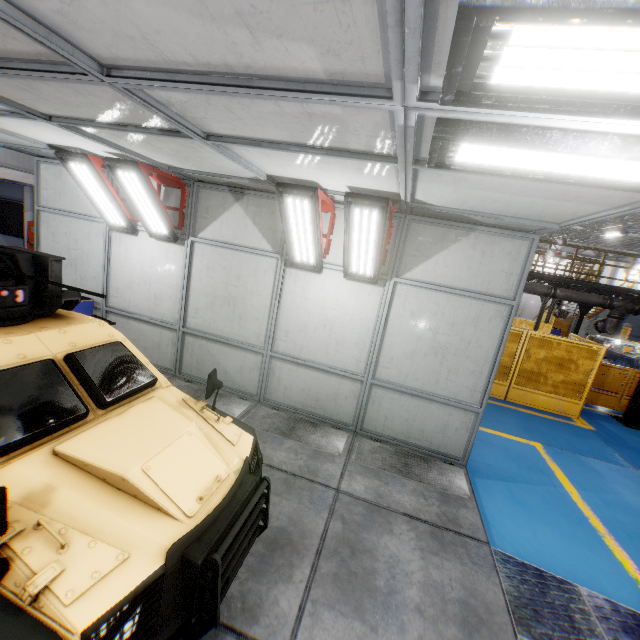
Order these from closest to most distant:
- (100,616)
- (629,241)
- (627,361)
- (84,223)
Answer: (100,616)
(84,223)
(627,361)
(629,241)

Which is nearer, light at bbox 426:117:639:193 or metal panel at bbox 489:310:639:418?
light at bbox 426:117:639:193

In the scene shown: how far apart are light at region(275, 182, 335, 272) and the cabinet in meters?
23.1

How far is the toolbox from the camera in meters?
6.8 m

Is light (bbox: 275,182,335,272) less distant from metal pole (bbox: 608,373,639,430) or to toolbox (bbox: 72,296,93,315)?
toolbox (bbox: 72,296,93,315)

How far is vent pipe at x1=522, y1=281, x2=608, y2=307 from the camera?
13.0m

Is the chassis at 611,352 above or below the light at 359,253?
below

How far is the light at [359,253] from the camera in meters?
4.2 m
